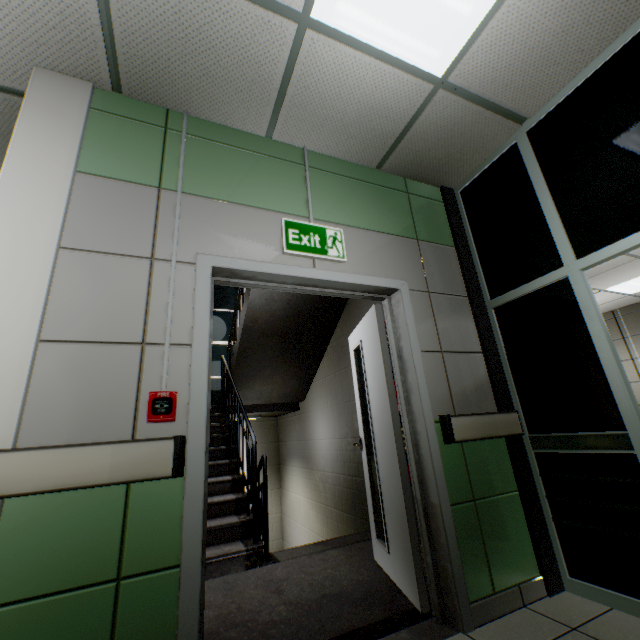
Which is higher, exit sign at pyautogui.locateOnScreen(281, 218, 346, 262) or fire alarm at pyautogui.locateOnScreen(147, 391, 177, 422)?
exit sign at pyautogui.locateOnScreen(281, 218, 346, 262)

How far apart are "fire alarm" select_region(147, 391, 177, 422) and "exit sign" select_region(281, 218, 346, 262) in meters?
1.1 m

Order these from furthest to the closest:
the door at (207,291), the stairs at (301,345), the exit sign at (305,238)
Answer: the stairs at (301,345)
the exit sign at (305,238)
the door at (207,291)

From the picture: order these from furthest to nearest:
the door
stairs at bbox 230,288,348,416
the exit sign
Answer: Answer:
1. stairs at bbox 230,288,348,416
2. the exit sign
3. the door

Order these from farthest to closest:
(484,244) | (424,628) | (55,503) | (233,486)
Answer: (233,486)
(484,244)
(424,628)
(55,503)

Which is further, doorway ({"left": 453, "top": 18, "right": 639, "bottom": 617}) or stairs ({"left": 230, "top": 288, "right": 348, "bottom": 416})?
stairs ({"left": 230, "top": 288, "right": 348, "bottom": 416})

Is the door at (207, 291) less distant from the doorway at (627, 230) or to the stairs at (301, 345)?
the stairs at (301, 345)

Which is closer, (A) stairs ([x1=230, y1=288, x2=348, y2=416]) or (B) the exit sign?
(B) the exit sign
